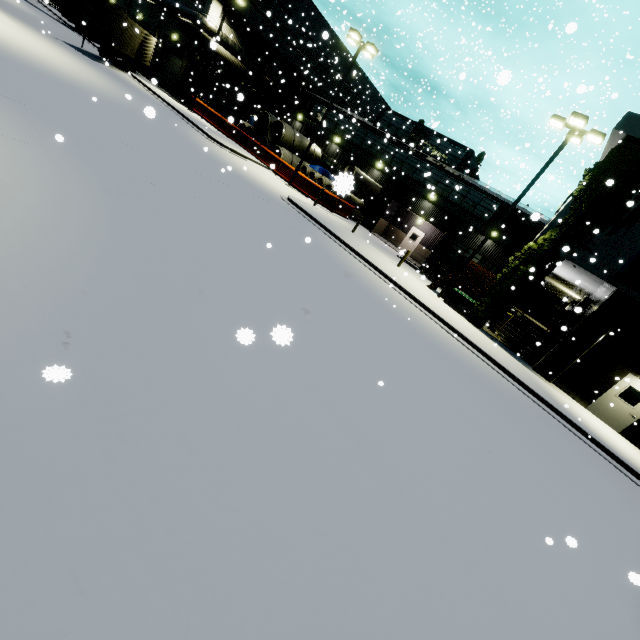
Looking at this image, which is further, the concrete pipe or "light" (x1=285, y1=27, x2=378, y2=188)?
the concrete pipe

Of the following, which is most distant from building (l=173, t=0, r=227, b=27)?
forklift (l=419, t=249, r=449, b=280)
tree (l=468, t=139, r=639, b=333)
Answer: forklift (l=419, t=249, r=449, b=280)

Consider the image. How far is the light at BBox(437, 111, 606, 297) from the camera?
14.0m

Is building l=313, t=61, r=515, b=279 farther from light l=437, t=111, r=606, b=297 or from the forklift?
the forklift

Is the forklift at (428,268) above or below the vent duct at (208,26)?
below

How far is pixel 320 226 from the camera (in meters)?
17.38

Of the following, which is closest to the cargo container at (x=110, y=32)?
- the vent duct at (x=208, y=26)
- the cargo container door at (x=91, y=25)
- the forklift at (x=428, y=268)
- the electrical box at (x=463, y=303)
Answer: the cargo container door at (x=91, y=25)

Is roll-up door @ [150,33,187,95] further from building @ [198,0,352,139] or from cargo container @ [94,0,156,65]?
cargo container @ [94,0,156,65]
